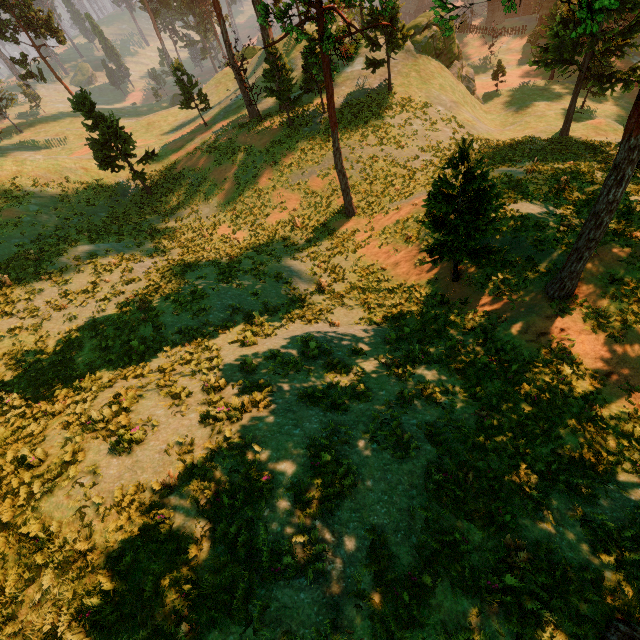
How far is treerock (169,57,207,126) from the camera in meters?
32.3 m

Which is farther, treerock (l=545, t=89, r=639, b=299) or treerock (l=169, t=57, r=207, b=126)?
treerock (l=169, t=57, r=207, b=126)

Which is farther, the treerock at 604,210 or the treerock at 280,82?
the treerock at 280,82

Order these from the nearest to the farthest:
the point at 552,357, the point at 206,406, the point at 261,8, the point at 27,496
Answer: the point at 27,496
the point at 206,406
the point at 552,357
the point at 261,8

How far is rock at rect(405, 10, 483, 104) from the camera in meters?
35.4 m

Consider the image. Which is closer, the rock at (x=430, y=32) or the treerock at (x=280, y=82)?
the treerock at (x=280, y=82)

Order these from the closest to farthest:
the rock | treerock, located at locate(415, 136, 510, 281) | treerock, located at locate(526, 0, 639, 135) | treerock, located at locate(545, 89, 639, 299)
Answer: treerock, located at locate(526, 0, 639, 135) → treerock, located at locate(545, 89, 639, 299) → treerock, located at locate(415, 136, 510, 281) → the rock
